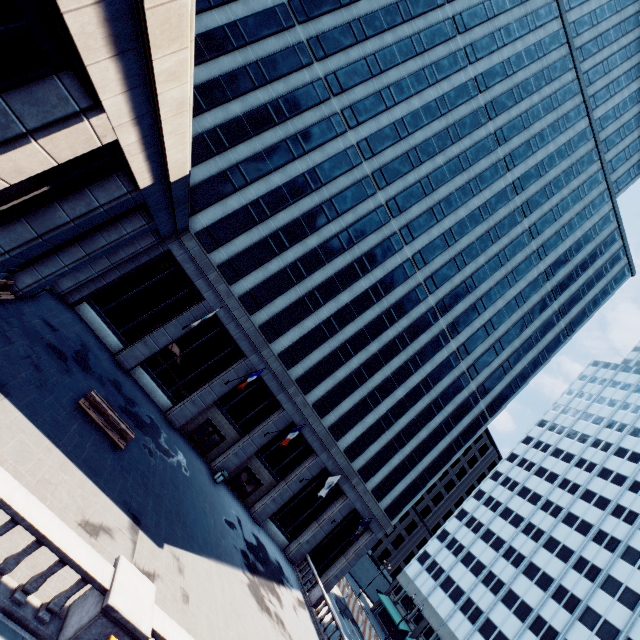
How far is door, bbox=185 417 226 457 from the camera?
26.9 meters

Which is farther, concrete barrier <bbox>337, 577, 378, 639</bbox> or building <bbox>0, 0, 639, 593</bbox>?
concrete barrier <bbox>337, 577, 378, 639</bbox>

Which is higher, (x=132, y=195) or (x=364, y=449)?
(x=364, y=449)

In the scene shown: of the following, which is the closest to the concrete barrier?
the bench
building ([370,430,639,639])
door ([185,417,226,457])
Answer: building ([370,430,639,639])

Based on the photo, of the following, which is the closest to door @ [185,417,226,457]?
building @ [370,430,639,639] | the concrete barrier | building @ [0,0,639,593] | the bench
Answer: building @ [0,0,639,593]

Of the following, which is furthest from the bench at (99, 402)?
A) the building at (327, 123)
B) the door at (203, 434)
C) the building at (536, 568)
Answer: the building at (536, 568)

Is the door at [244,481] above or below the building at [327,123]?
below

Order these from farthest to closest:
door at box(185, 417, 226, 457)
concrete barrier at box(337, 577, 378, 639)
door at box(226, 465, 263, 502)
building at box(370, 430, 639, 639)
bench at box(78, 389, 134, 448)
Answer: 1. building at box(370, 430, 639, 639)
2. concrete barrier at box(337, 577, 378, 639)
3. door at box(226, 465, 263, 502)
4. door at box(185, 417, 226, 457)
5. bench at box(78, 389, 134, 448)
